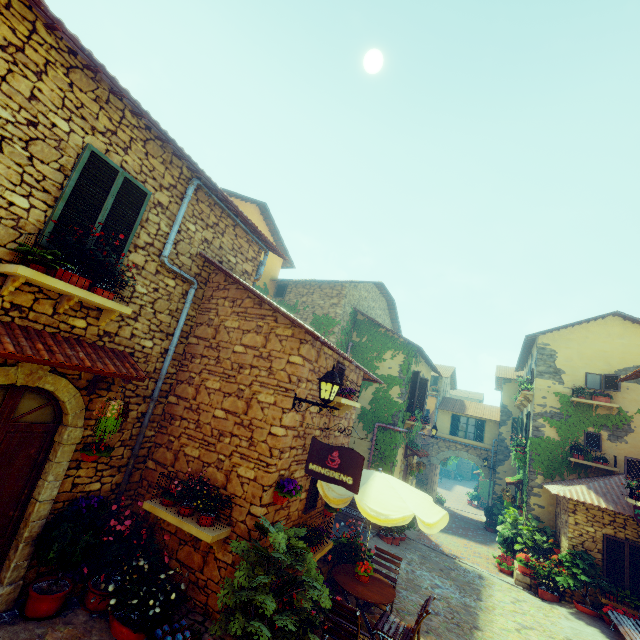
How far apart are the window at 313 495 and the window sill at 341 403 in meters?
1.4

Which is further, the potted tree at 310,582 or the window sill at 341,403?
the window sill at 341,403

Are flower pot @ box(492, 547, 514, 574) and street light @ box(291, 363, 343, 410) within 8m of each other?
no

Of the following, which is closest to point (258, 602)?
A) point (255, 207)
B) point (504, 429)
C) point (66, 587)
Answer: point (66, 587)

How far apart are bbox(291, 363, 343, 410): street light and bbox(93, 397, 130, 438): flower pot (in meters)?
2.56

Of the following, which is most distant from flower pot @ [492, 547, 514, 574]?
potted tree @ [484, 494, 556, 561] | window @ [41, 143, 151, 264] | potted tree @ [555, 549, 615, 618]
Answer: window @ [41, 143, 151, 264]

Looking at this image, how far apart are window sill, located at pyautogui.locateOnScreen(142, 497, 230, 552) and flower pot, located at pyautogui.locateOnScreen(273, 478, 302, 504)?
0.8m

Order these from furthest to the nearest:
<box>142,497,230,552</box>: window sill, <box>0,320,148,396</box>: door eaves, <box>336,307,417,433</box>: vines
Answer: <box>336,307,417,433</box>: vines < <box>142,497,230,552</box>: window sill < <box>0,320,148,396</box>: door eaves
